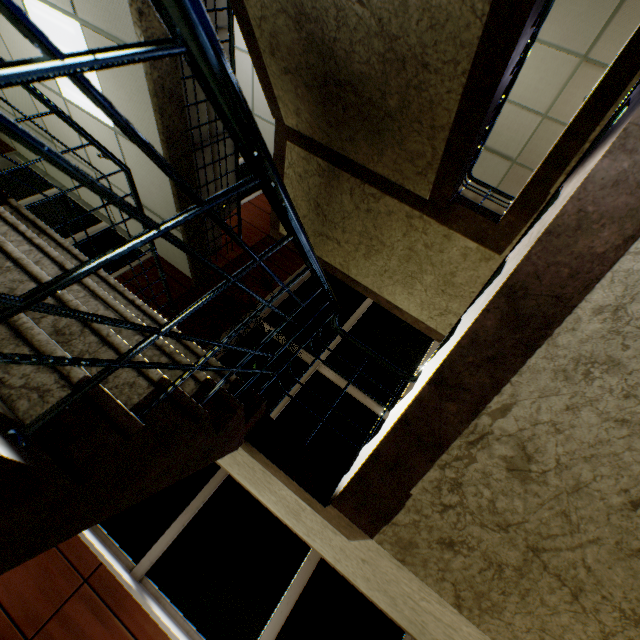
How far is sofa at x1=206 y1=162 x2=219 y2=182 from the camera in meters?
4.4 m

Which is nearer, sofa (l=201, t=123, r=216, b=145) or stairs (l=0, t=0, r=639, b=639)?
stairs (l=0, t=0, r=639, b=639)

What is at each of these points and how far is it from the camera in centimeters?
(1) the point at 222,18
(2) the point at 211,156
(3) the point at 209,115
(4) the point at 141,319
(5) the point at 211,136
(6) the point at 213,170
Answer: (1) sofa, 341cm
(2) sofa, 430cm
(3) sofa, 395cm
(4) stairs, 202cm
(5) sofa, 416cm
(6) sofa, 453cm

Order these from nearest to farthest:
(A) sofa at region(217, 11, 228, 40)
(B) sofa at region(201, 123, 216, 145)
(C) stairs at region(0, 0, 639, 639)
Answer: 1. (C) stairs at region(0, 0, 639, 639)
2. (A) sofa at region(217, 11, 228, 40)
3. (B) sofa at region(201, 123, 216, 145)

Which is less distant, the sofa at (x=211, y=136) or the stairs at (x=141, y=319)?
the stairs at (x=141, y=319)

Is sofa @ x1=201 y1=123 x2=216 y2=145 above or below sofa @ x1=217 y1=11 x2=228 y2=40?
below

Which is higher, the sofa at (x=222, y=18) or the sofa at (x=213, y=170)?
the sofa at (x=222, y=18)
